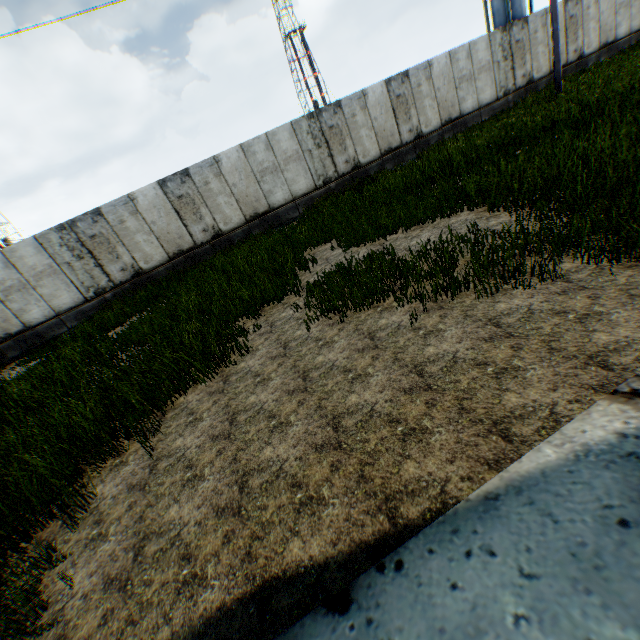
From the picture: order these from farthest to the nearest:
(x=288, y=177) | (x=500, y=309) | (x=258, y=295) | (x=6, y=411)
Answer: (x=288, y=177), (x=258, y=295), (x=6, y=411), (x=500, y=309)
